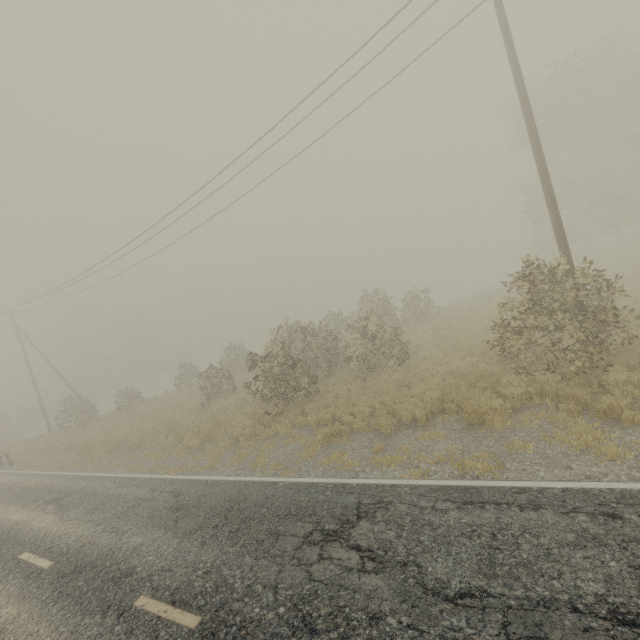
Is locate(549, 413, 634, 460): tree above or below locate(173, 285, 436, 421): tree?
below

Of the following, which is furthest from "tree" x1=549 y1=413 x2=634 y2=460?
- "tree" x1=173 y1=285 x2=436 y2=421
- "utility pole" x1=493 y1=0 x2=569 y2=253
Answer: "tree" x1=173 y1=285 x2=436 y2=421

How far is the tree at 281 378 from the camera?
14.2m

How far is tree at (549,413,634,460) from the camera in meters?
5.9

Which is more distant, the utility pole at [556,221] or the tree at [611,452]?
the utility pole at [556,221]

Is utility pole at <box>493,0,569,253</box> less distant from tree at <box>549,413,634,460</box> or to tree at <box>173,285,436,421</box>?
tree at <box>549,413,634,460</box>

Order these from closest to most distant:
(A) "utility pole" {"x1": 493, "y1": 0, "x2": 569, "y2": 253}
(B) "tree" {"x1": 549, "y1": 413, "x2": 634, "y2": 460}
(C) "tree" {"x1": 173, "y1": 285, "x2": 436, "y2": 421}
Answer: (B) "tree" {"x1": 549, "y1": 413, "x2": 634, "y2": 460} < (A) "utility pole" {"x1": 493, "y1": 0, "x2": 569, "y2": 253} < (C) "tree" {"x1": 173, "y1": 285, "x2": 436, "y2": 421}

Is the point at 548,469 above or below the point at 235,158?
below
